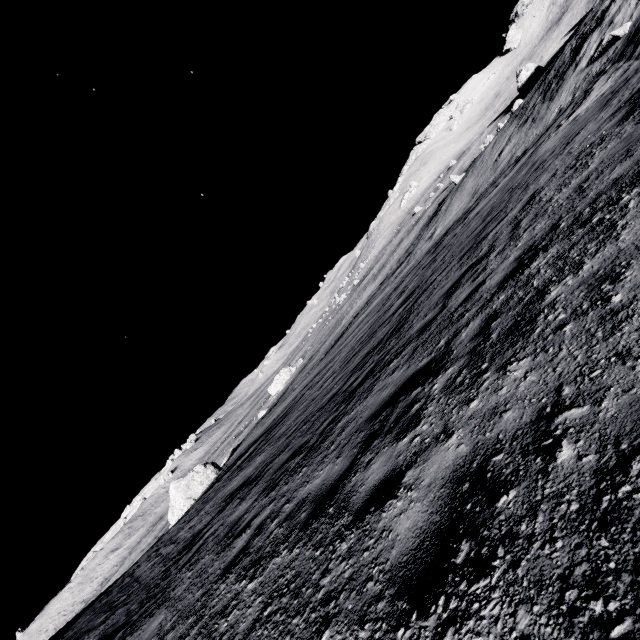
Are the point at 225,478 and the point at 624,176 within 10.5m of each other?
no

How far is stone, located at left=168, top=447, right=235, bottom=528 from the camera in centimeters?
2886cm

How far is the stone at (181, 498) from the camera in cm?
2886
